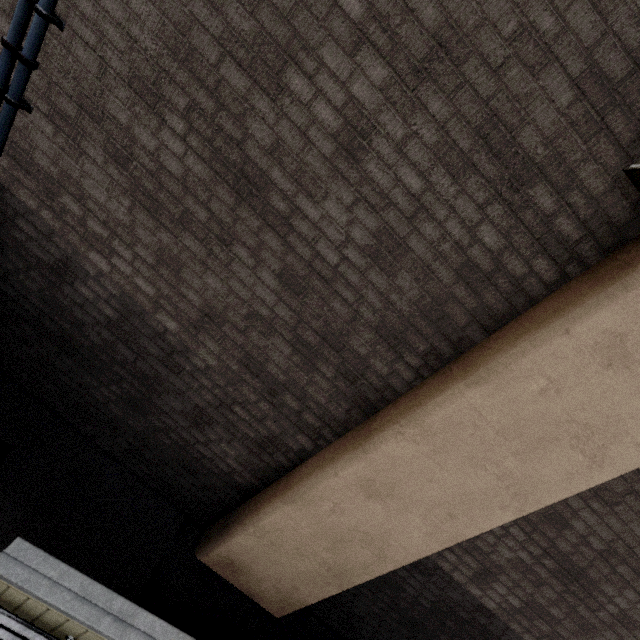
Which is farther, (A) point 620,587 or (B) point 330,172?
(A) point 620,587
